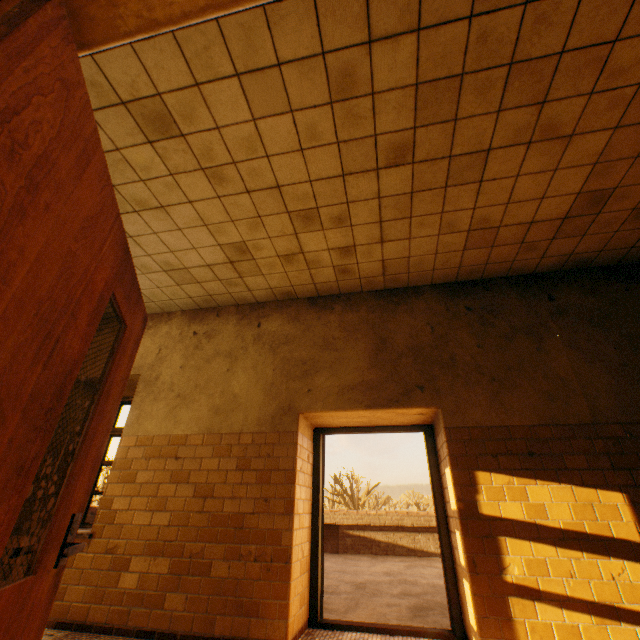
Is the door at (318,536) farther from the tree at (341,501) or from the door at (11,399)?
the tree at (341,501)

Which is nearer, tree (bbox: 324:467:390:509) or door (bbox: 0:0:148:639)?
door (bbox: 0:0:148:639)

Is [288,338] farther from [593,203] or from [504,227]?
[593,203]

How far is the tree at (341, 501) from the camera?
34.28m

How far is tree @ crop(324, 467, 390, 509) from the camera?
34.3 meters

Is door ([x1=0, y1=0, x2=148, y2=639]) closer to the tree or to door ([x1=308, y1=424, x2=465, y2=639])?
door ([x1=308, y1=424, x2=465, y2=639])

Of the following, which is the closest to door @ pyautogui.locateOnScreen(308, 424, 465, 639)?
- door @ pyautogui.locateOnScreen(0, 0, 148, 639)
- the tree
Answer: door @ pyautogui.locateOnScreen(0, 0, 148, 639)
